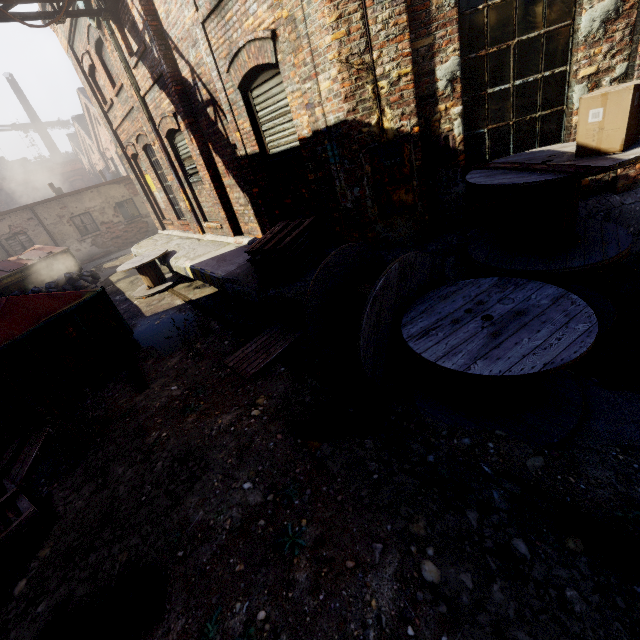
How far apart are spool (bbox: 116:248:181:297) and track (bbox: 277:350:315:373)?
6.32m

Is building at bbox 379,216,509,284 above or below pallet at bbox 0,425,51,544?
above

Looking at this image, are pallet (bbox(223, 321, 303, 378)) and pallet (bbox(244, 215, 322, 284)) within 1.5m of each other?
yes

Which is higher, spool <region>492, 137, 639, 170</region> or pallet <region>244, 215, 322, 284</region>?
spool <region>492, 137, 639, 170</region>

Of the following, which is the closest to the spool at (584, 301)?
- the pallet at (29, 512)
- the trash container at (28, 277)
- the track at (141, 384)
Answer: the track at (141, 384)

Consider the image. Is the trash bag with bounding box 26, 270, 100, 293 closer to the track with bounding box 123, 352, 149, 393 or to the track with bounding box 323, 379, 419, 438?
the track with bounding box 123, 352, 149, 393

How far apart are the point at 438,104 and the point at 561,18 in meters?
1.5 m

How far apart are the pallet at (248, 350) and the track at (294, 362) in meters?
0.0 m
